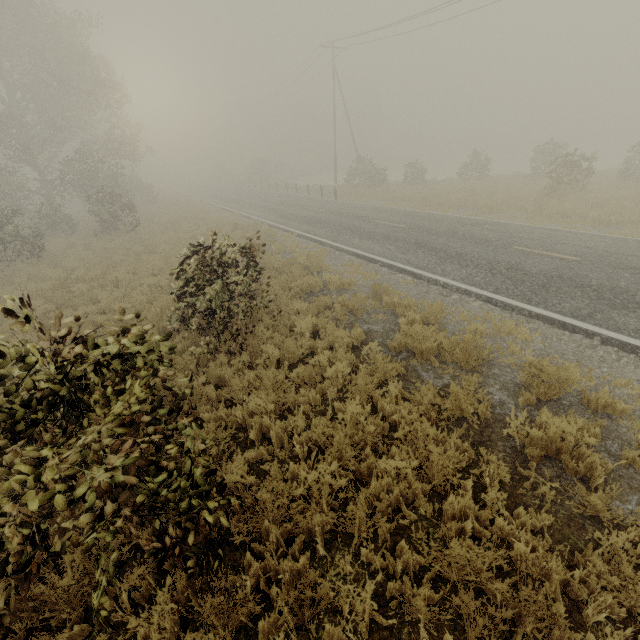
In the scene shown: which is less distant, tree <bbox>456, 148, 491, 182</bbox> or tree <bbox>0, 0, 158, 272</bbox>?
tree <bbox>0, 0, 158, 272</bbox>

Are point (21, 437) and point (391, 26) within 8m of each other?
no

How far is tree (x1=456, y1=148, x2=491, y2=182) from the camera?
27.2m

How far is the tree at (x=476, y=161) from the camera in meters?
27.2

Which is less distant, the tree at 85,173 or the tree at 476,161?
the tree at 85,173

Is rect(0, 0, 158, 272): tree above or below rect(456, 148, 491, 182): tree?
above
